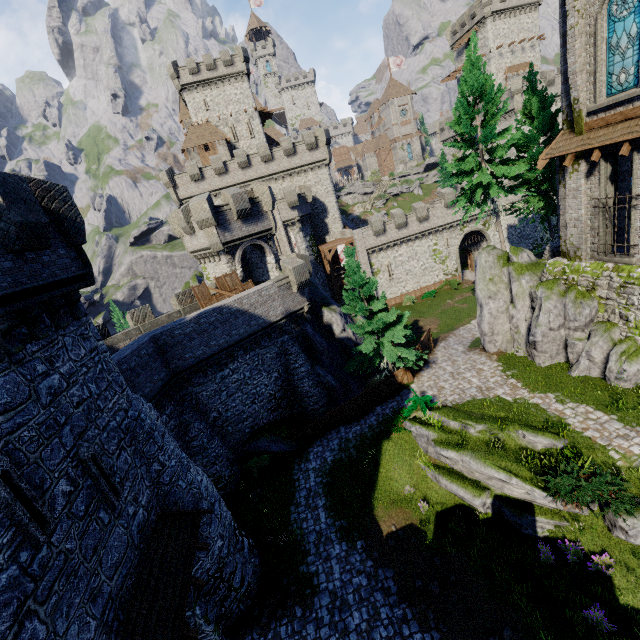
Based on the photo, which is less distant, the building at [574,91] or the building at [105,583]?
the building at [105,583]

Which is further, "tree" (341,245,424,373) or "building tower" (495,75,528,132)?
"building tower" (495,75,528,132)

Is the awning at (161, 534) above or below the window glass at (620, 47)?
below

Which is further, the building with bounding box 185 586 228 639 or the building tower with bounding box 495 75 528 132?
the building tower with bounding box 495 75 528 132

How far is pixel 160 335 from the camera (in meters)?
17.44

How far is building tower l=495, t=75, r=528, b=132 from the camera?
46.1m

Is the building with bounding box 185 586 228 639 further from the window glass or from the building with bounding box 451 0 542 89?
the building with bounding box 451 0 542 89
